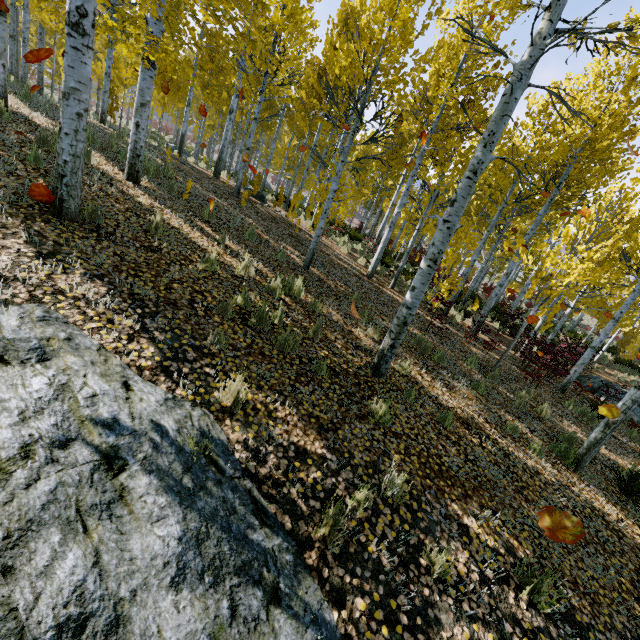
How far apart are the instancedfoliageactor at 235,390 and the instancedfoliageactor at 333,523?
1.2 meters

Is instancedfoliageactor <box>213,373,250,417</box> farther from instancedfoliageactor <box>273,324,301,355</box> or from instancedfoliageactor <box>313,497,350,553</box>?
instancedfoliageactor <box>273,324,301,355</box>

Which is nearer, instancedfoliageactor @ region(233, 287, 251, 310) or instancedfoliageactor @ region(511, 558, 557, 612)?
instancedfoliageactor @ region(511, 558, 557, 612)

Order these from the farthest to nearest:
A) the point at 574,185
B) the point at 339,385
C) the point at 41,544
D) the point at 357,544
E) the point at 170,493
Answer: the point at 574,185
the point at 339,385
the point at 357,544
the point at 170,493
the point at 41,544

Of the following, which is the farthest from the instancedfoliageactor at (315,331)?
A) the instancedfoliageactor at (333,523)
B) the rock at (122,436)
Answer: the instancedfoliageactor at (333,523)

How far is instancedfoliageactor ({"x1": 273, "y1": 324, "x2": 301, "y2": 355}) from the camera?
4.3 meters
